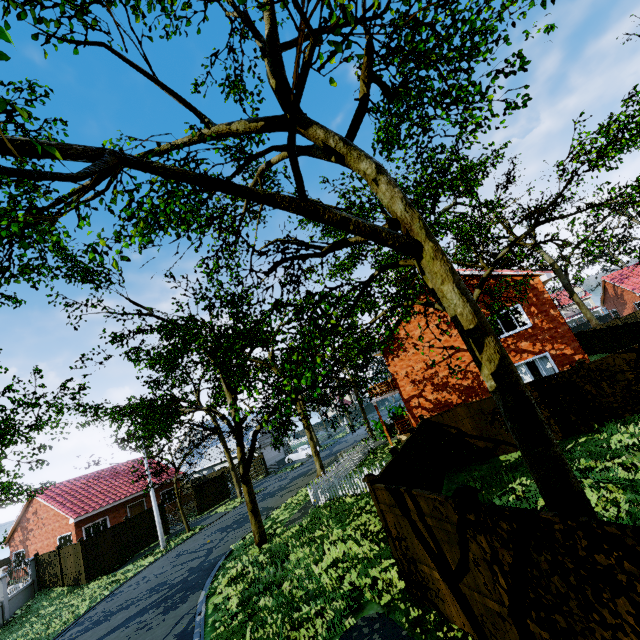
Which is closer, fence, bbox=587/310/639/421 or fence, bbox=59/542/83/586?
fence, bbox=587/310/639/421

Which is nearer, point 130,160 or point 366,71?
point 130,160

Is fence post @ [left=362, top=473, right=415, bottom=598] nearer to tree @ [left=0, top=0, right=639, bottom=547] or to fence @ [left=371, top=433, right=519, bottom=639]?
fence @ [left=371, top=433, right=519, bottom=639]

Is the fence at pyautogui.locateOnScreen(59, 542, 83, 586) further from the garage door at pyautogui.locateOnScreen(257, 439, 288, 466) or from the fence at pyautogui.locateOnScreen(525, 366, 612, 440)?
the garage door at pyautogui.locateOnScreen(257, 439, 288, 466)

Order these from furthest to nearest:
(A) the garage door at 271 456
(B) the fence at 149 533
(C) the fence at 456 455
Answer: (A) the garage door at 271 456 → (B) the fence at 149 533 → (C) the fence at 456 455

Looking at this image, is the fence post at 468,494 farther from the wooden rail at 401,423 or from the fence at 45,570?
the wooden rail at 401,423

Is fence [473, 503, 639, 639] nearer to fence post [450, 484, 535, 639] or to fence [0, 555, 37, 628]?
fence post [450, 484, 535, 639]

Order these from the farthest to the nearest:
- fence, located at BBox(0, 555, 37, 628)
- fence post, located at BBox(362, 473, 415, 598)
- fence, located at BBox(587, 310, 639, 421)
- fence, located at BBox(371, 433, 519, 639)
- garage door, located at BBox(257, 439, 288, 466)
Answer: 1. garage door, located at BBox(257, 439, 288, 466)
2. fence, located at BBox(0, 555, 37, 628)
3. fence, located at BBox(587, 310, 639, 421)
4. fence post, located at BBox(362, 473, 415, 598)
5. fence, located at BBox(371, 433, 519, 639)
